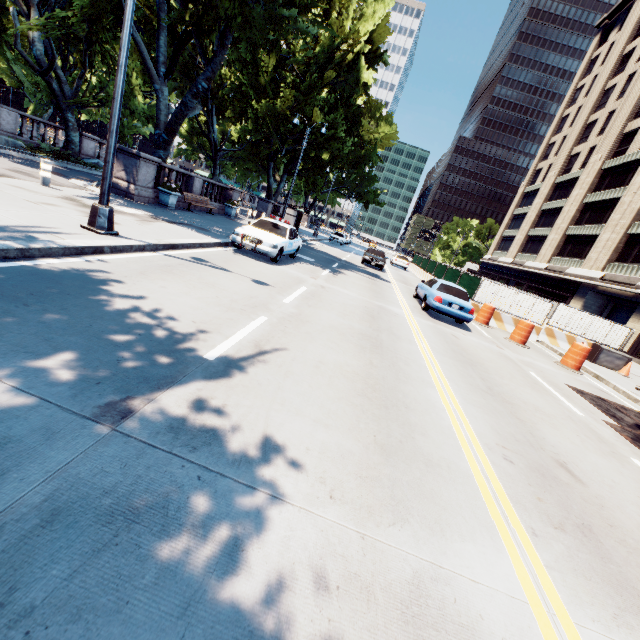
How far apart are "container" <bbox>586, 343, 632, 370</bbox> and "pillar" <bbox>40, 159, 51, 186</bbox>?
23.72m

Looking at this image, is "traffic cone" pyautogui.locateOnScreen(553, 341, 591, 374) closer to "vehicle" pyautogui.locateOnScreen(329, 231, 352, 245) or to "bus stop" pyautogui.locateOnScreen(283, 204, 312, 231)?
"bus stop" pyautogui.locateOnScreen(283, 204, 312, 231)

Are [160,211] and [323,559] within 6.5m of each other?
no

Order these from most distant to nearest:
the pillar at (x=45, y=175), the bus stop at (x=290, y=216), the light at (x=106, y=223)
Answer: the bus stop at (x=290, y=216)
the pillar at (x=45, y=175)
the light at (x=106, y=223)

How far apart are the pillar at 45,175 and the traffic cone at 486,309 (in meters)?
18.25

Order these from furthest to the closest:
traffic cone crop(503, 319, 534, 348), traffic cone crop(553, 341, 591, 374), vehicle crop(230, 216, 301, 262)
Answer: traffic cone crop(503, 319, 534, 348) → traffic cone crop(553, 341, 591, 374) → vehicle crop(230, 216, 301, 262)

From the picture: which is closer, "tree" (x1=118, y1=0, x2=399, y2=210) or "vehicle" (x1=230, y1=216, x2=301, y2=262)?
"vehicle" (x1=230, y1=216, x2=301, y2=262)

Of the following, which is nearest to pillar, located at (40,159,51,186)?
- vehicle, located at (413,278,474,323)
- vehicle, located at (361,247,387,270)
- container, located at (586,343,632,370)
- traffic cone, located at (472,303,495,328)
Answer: vehicle, located at (413,278,474,323)
